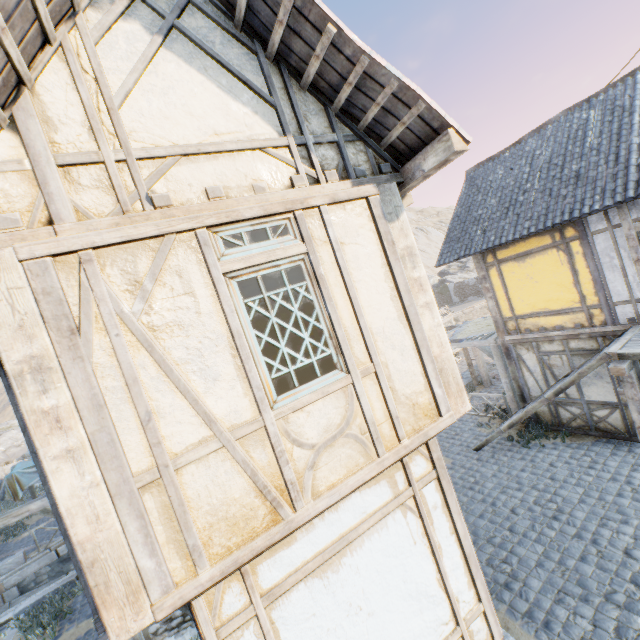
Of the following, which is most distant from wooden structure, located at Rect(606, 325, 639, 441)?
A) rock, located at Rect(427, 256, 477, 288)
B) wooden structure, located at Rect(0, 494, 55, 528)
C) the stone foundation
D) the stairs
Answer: wooden structure, located at Rect(0, 494, 55, 528)

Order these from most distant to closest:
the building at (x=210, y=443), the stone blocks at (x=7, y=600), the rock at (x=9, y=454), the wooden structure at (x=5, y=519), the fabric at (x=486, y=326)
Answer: the rock at (x=9, y=454), the stone blocks at (x=7, y=600), the fabric at (x=486, y=326), the wooden structure at (x=5, y=519), the building at (x=210, y=443)

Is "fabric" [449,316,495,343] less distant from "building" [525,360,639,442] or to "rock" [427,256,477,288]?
"building" [525,360,639,442]

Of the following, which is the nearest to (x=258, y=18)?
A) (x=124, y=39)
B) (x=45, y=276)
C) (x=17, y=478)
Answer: (x=124, y=39)

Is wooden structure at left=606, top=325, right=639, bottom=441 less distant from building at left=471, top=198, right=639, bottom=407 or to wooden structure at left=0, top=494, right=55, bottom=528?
building at left=471, top=198, right=639, bottom=407

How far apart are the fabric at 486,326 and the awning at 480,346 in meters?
0.0

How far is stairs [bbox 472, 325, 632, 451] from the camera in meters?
6.8

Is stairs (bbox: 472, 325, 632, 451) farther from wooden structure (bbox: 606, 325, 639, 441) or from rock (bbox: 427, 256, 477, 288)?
rock (bbox: 427, 256, 477, 288)
